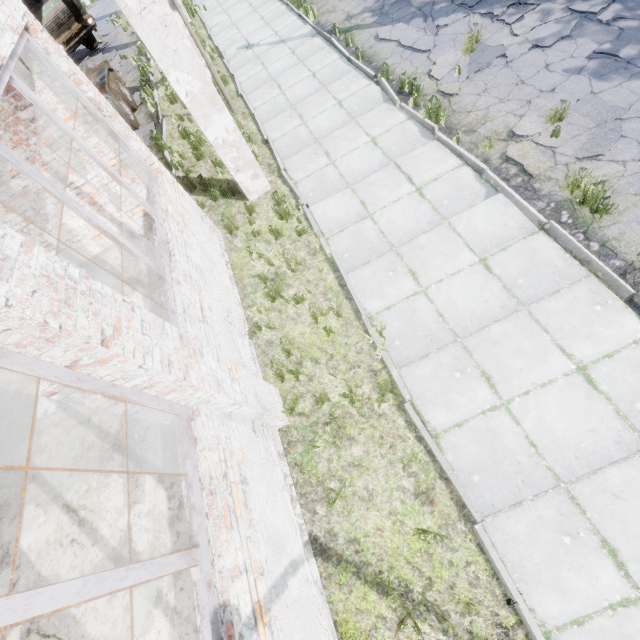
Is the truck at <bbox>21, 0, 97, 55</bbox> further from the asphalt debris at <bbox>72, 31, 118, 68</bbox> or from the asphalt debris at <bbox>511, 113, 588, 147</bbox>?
the asphalt debris at <bbox>511, 113, 588, 147</bbox>

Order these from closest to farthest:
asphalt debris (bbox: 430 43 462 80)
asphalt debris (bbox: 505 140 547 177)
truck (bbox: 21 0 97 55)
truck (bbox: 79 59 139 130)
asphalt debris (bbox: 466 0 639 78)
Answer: asphalt debris (bbox: 505 140 547 177) < asphalt debris (bbox: 466 0 639 78) < asphalt debris (bbox: 430 43 462 80) < truck (bbox: 79 59 139 130) < truck (bbox: 21 0 97 55)

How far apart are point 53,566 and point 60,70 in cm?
624

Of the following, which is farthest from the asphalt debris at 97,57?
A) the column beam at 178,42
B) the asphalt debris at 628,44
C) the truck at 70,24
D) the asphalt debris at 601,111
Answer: the asphalt debris at 628,44

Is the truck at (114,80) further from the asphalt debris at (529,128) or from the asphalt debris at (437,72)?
the asphalt debris at (529,128)

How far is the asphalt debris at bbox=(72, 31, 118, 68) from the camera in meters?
17.2 m

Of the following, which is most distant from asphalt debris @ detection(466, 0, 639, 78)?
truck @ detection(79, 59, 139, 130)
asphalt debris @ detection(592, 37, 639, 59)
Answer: truck @ detection(79, 59, 139, 130)

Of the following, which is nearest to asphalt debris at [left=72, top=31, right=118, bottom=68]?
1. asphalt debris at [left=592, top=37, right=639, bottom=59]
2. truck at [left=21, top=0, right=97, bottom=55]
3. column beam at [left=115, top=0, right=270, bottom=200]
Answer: truck at [left=21, top=0, right=97, bottom=55]
